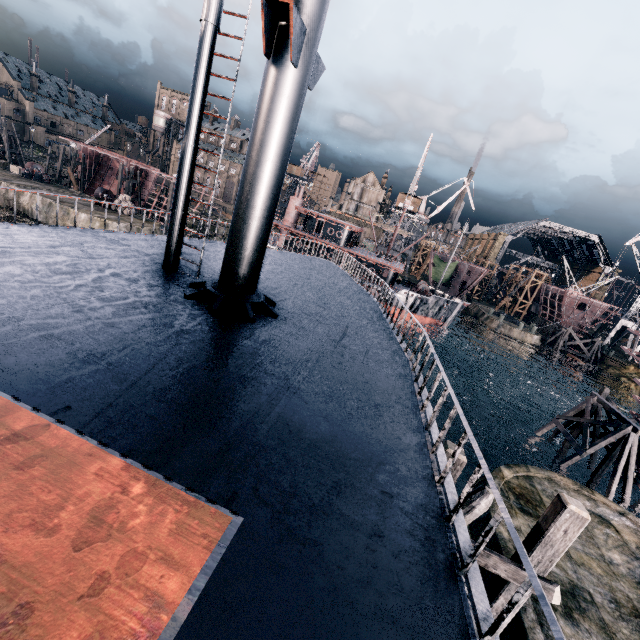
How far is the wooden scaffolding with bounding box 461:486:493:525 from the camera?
7.11m

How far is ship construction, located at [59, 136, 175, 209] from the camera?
55.51m

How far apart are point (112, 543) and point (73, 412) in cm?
185

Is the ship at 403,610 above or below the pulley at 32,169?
above

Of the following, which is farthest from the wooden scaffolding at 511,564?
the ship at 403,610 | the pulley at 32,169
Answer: the pulley at 32,169

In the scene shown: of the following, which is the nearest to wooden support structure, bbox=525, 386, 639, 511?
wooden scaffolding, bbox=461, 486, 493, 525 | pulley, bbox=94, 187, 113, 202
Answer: wooden scaffolding, bbox=461, 486, 493, 525

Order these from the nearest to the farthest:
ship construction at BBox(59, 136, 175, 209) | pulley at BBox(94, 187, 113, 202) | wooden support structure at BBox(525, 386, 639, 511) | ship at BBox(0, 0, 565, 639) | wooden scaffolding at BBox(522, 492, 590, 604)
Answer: ship at BBox(0, 0, 565, 639) < wooden scaffolding at BBox(522, 492, 590, 604) < wooden support structure at BBox(525, 386, 639, 511) < pulley at BBox(94, 187, 113, 202) < ship construction at BBox(59, 136, 175, 209)

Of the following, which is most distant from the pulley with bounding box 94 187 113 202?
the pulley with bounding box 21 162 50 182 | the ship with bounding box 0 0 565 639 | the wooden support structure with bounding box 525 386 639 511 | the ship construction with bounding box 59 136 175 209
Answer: the wooden support structure with bounding box 525 386 639 511
